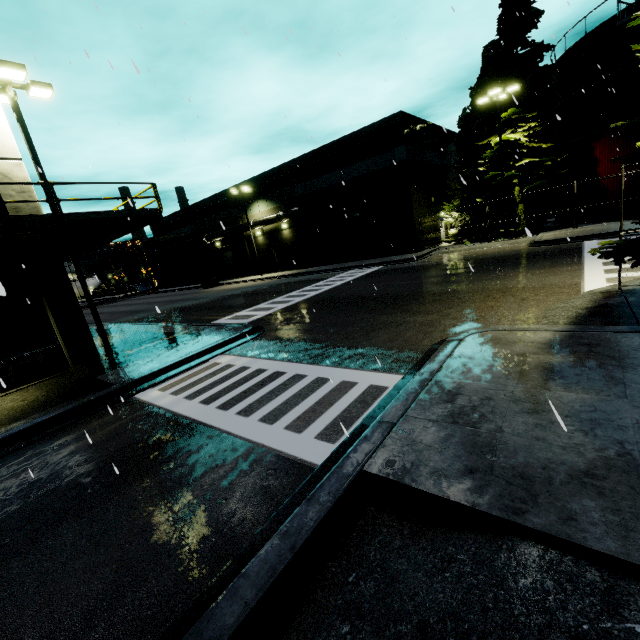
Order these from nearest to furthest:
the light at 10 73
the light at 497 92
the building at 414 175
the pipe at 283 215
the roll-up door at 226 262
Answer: the light at 10 73, the light at 497 92, the building at 414 175, the pipe at 283 215, the roll-up door at 226 262

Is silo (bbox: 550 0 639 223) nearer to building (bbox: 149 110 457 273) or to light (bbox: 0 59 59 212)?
building (bbox: 149 110 457 273)

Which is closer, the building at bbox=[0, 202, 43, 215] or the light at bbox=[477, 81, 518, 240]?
the building at bbox=[0, 202, 43, 215]

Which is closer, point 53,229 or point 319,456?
point 319,456

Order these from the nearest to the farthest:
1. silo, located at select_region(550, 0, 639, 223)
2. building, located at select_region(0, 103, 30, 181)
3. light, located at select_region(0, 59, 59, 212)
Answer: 1. light, located at select_region(0, 59, 59, 212)
2. building, located at select_region(0, 103, 30, 181)
3. silo, located at select_region(550, 0, 639, 223)

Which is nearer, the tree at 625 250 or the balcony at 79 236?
the tree at 625 250

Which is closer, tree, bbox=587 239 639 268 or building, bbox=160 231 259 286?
tree, bbox=587 239 639 268

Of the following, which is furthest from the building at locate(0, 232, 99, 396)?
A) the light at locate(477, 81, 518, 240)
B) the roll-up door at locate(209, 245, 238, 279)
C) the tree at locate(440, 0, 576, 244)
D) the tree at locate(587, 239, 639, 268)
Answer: the light at locate(477, 81, 518, 240)
